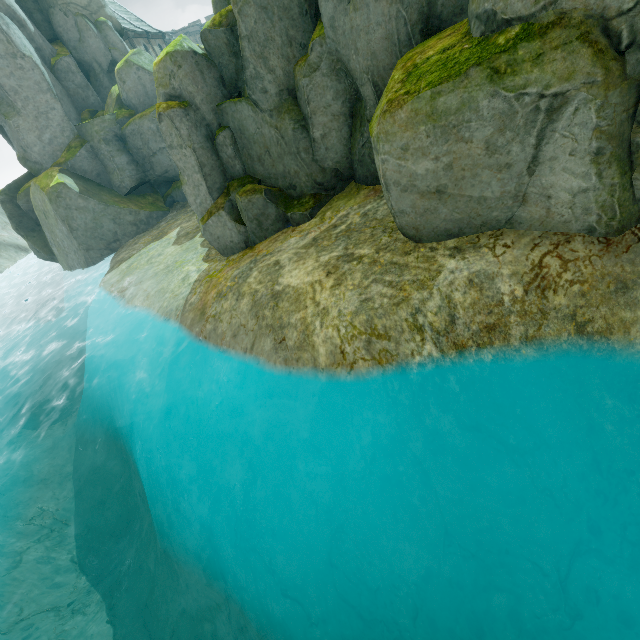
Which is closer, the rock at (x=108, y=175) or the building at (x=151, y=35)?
the rock at (x=108, y=175)

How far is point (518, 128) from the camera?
4.66m

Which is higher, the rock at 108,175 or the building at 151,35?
the building at 151,35

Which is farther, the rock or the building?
the building

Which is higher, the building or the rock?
the building
